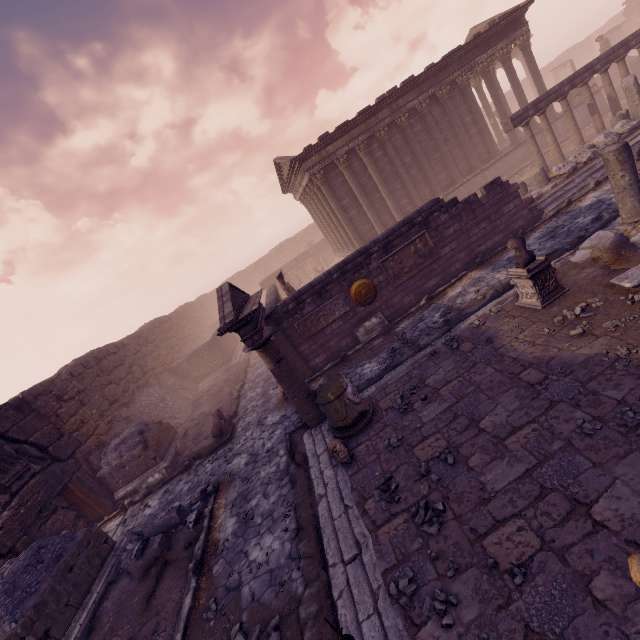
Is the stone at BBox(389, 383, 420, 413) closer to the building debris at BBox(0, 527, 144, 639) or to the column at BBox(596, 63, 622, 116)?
the building debris at BBox(0, 527, 144, 639)

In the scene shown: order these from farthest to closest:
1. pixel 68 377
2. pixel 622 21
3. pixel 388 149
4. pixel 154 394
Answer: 1. pixel 622 21
2. pixel 388 149
3. pixel 154 394
4. pixel 68 377

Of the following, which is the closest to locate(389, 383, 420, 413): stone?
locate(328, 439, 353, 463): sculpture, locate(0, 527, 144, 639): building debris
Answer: locate(328, 439, 353, 463): sculpture

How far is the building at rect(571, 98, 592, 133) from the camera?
19.23m

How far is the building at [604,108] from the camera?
19.28m

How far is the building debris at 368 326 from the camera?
11.1m

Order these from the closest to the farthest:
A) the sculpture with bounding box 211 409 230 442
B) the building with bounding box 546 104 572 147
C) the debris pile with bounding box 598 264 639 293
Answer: the debris pile with bounding box 598 264 639 293, the sculpture with bounding box 211 409 230 442, the building with bounding box 546 104 572 147

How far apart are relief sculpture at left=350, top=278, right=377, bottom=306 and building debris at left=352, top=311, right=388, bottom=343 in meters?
0.4 m
